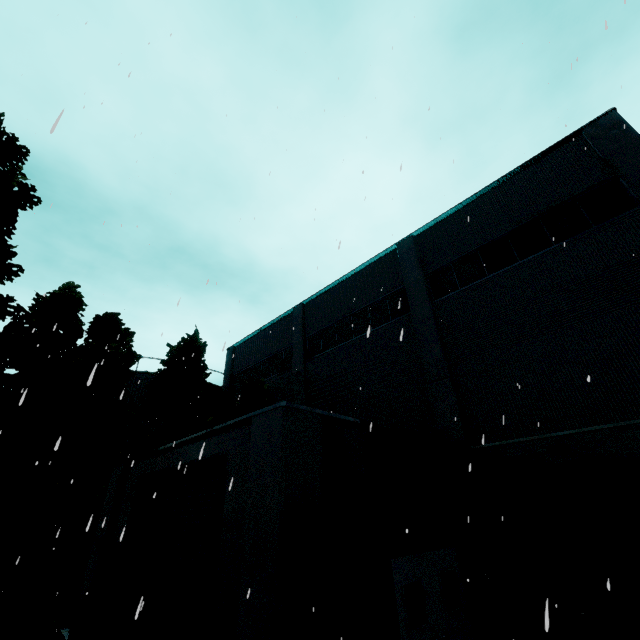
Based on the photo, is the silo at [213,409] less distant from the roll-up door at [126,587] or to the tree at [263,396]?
the roll-up door at [126,587]

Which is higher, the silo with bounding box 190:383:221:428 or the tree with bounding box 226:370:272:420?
the silo with bounding box 190:383:221:428

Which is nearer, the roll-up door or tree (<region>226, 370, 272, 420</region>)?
the roll-up door

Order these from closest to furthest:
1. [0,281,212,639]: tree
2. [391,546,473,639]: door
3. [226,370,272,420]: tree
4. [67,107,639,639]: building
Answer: [67,107,639,639]: building → [391,546,473,639]: door → [0,281,212,639]: tree → [226,370,272,420]: tree

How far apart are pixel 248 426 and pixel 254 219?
4.65m

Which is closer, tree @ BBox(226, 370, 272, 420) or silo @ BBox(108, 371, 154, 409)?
tree @ BBox(226, 370, 272, 420)

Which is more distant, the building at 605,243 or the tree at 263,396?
the tree at 263,396

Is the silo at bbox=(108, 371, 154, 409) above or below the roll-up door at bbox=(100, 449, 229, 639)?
above
